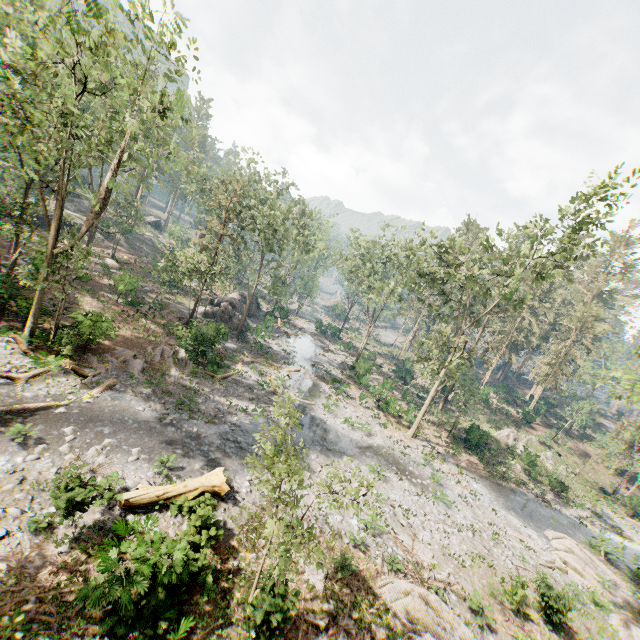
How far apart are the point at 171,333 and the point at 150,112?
19.45m

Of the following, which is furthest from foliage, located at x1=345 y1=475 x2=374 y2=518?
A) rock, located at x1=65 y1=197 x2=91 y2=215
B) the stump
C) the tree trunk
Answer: the stump

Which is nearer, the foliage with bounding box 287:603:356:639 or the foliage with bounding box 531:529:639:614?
the foliage with bounding box 287:603:356:639

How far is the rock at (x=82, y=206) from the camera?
51.50m

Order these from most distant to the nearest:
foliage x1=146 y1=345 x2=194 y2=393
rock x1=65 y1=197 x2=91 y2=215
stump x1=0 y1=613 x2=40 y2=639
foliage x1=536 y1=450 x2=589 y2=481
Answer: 1. rock x1=65 y1=197 x2=91 y2=215
2. foliage x1=536 y1=450 x2=589 y2=481
3. foliage x1=146 y1=345 x2=194 y2=393
4. stump x1=0 y1=613 x2=40 y2=639

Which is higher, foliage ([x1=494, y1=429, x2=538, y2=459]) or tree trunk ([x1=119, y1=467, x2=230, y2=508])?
foliage ([x1=494, y1=429, x2=538, y2=459])

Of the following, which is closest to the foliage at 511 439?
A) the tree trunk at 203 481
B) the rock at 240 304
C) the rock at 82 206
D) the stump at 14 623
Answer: the rock at 82 206

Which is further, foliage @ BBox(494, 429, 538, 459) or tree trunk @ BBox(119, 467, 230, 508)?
foliage @ BBox(494, 429, 538, 459)
